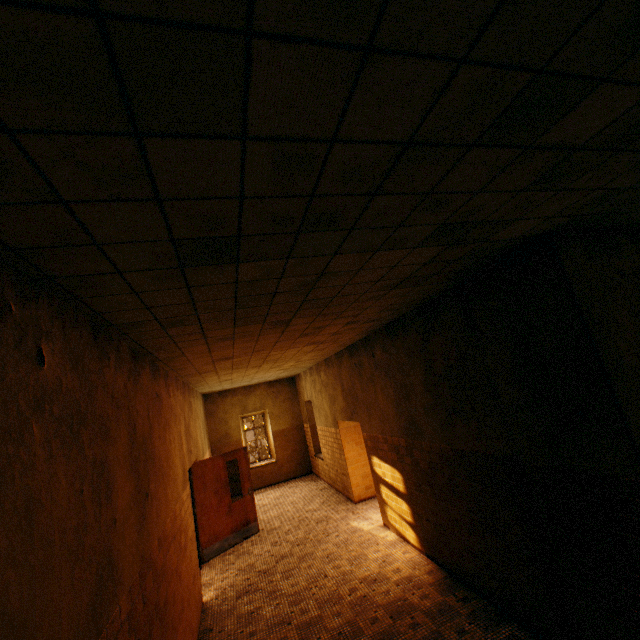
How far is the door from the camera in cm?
729

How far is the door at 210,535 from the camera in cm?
729

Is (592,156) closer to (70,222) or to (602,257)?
(602,257)
